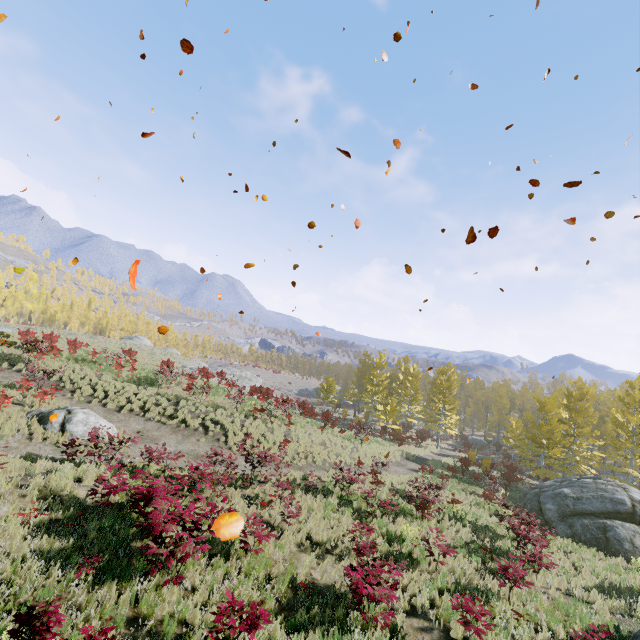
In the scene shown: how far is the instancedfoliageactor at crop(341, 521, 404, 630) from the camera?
7.1m

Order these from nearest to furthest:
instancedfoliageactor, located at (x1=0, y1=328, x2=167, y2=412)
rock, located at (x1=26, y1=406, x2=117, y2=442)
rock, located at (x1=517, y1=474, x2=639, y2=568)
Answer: rock, located at (x1=26, y1=406, x2=117, y2=442), rock, located at (x1=517, y1=474, x2=639, y2=568), instancedfoliageactor, located at (x1=0, y1=328, x2=167, y2=412)

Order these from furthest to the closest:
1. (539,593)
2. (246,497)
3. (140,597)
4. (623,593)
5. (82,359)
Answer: (82,359)
(246,497)
(623,593)
(539,593)
(140,597)

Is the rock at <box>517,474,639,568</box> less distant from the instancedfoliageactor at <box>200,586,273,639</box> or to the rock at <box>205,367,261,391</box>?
the instancedfoliageactor at <box>200,586,273,639</box>

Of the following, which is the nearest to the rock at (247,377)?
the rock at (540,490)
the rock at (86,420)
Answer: the rock at (86,420)

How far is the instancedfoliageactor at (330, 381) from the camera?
42.66m
